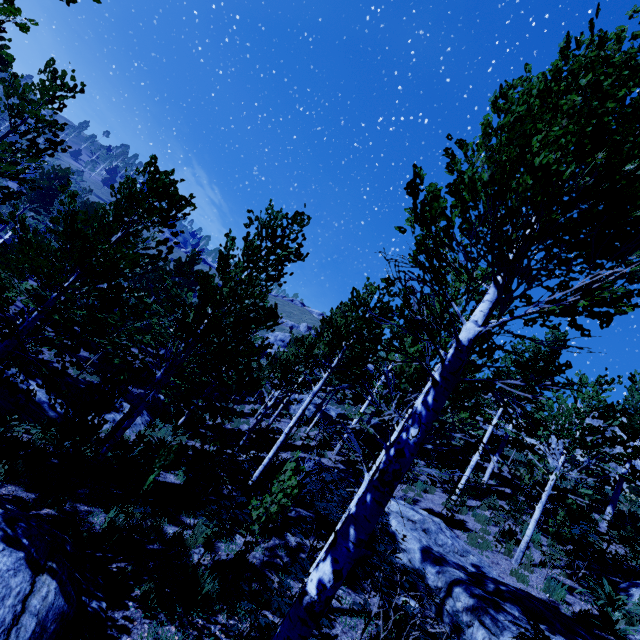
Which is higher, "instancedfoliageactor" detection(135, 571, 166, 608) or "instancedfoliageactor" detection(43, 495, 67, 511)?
"instancedfoliageactor" detection(135, 571, 166, 608)

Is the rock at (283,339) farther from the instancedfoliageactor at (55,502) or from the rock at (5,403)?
the rock at (5,403)

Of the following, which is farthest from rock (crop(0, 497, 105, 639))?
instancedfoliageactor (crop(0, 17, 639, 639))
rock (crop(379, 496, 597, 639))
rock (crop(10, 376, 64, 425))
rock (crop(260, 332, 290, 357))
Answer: rock (crop(260, 332, 290, 357))

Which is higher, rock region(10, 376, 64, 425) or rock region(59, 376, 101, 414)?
rock region(59, 376, 101, 414)

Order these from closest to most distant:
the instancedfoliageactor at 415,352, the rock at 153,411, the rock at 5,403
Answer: the instancedfoliageactor at 415,352 < the rock at 5,403 < the rock at 153,411

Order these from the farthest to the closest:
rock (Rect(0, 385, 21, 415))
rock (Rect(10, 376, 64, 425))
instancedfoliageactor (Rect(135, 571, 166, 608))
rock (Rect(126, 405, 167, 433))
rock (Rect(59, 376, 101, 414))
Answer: rock (Rect(126, 405, 167, 433)) → rock (Rect(59, 376, 101, 414)) → rock (Rect(10, 376, 64, 425)) → rock (Rect(0, 385, 21, 415)) → instancedfoliageactor (Rect(135, 571, 166, 608))

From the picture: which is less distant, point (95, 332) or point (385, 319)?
point (385, 319)

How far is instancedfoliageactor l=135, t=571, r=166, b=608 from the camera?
4.6 meters
